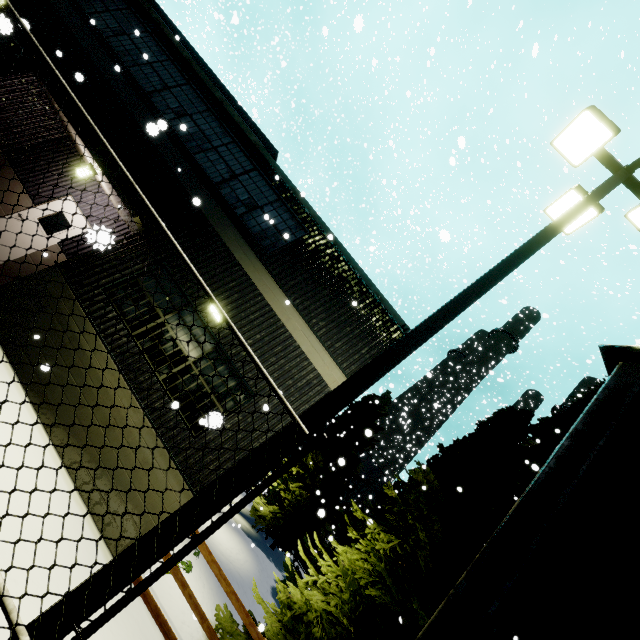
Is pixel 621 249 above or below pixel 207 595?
above

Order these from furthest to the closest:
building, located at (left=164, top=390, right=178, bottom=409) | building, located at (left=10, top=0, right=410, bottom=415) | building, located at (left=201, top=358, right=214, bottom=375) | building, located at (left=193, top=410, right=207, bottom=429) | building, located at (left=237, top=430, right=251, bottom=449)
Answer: building, located at (left=10, top=0, right=410, bottom=415) < building, located at (left=201, top=358, right=214, bottom=375) < building, located at (left=237, top=430, right=251, bottom=449) < building, located at (left=164, top=390, right=178, bottom=409) < building, located at (left=193, top=410, right=207, bottom=429)

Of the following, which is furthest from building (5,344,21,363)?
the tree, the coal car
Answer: the tree

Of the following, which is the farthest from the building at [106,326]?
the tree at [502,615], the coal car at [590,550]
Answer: the tree at [502,615]

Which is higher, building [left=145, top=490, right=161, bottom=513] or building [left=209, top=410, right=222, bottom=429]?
building [left=209, top=410, right=222, bottom=429]

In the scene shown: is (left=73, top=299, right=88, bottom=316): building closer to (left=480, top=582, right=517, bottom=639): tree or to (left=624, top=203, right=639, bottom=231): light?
(left=624, top=203, right=639, bottom=231): light

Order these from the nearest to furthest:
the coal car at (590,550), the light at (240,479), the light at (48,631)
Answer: the coal car at (590,550) → the light at (48,631) → the light at (240,479)

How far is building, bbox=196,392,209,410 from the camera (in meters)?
6.90
